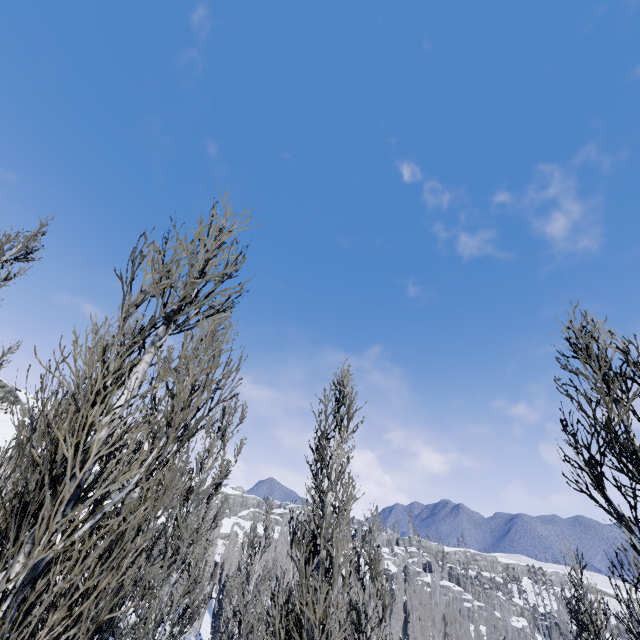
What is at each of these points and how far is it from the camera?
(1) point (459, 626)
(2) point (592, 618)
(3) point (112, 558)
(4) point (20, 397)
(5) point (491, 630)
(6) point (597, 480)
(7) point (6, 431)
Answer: (1) instancedfoliageactor, 43.88m
(2) instancedfoliageactor, 11.64m
(3) instancedfoliageactor, 1.96m
(4) rock, 41.38m
(5) instancedfoliageactor, 42.34m
(6) instancedfoliageactor, 4.76m
(7) rock, 28.78m

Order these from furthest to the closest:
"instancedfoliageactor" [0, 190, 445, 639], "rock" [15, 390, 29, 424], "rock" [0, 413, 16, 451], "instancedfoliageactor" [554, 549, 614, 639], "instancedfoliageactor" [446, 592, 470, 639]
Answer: "instancedfoliageactor" [446, 592, 470, 639]
"rock" [15, 390, 29, 424]
"rock" [0, 413, 16, 451]
"instancedfoliageactor" [554, 549, 614, 639]
"instancedfoliageactor" [0, 190, 445, 639]

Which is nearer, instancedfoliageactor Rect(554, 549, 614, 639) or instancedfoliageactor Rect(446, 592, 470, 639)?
instancedfoliageactor Rect(554, 549, 614, 639)

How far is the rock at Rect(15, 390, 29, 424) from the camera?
36.6 meters

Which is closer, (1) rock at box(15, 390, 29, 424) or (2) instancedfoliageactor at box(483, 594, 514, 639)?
(1) rock at box(15, 390, 29, 424)

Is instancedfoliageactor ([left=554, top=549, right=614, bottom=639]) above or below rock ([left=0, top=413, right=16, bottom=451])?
below

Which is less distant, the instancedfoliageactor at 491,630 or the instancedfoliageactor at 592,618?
the instancedfoliageactor at 592,618
